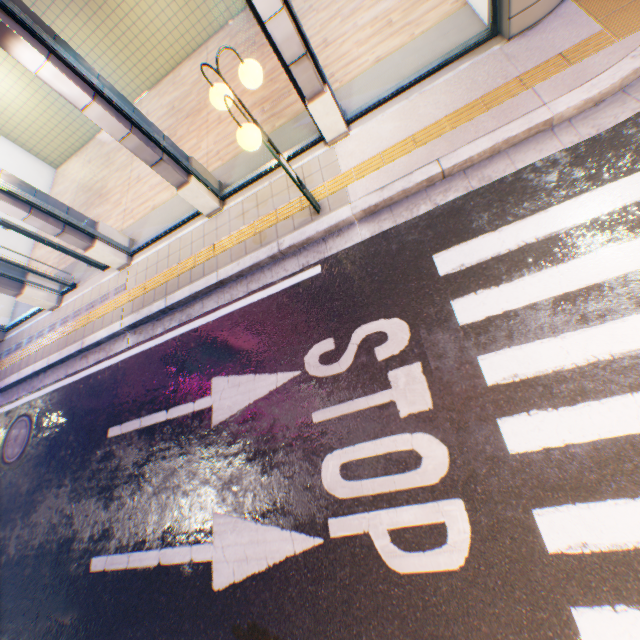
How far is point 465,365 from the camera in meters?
3.7

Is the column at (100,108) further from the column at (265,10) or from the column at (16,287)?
the column at (16,287)

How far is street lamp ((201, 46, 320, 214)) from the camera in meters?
3.5 m

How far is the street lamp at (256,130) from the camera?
3.5 meters

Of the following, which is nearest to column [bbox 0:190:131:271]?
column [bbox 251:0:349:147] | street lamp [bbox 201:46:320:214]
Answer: street lamp [bbox 201:46:320:214]

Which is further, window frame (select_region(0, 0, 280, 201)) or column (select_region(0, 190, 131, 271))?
column (select_region(0, 190, 131, 271))

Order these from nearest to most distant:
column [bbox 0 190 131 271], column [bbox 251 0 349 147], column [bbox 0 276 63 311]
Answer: column [bbox 251 0 349 147]
column [bbox 0 190 131 271]
column [bbox 0 276 63 311]

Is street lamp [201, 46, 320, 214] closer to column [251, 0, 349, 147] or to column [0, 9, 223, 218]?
column [251, 0, 349, 147]
